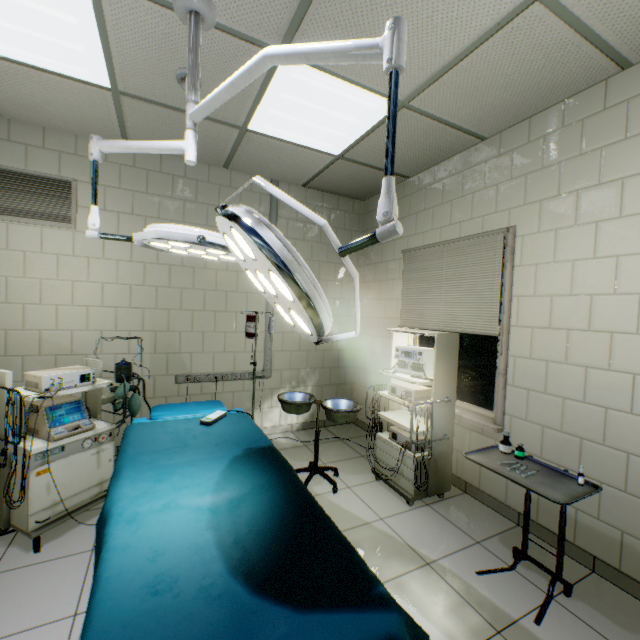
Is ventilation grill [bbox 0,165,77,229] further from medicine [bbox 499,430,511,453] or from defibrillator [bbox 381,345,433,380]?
medicine [bbox 499,430,511,453]

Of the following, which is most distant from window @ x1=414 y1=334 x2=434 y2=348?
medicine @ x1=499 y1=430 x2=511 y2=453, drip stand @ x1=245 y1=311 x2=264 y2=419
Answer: drip stand @ x1=245 y1=311 x2=264 y2=419

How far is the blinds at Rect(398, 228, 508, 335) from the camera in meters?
2.8 m

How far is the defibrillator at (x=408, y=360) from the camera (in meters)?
2.88

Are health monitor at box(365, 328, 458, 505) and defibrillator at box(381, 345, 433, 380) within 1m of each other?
yes

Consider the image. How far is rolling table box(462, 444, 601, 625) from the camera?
1.7m

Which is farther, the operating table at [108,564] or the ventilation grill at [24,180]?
the ventilation grill at [24,180]

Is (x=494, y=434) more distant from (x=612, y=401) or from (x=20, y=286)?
(x=20, y=286)
